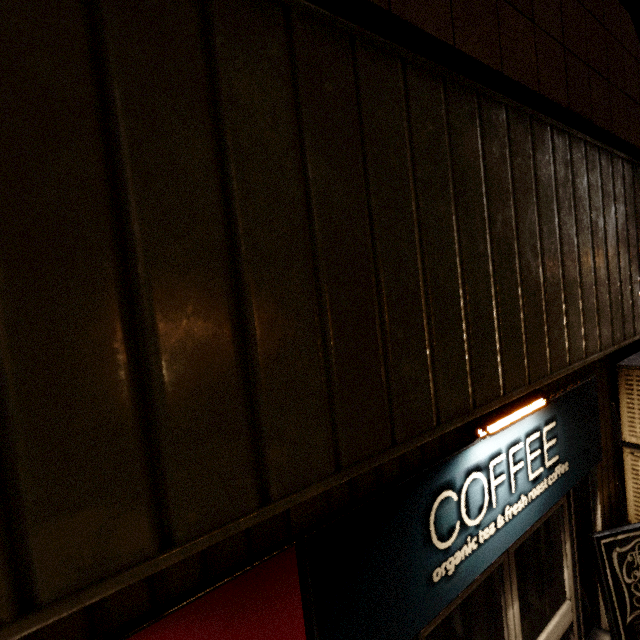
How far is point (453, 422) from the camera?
1.6 meters

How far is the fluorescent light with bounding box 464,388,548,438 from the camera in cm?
176

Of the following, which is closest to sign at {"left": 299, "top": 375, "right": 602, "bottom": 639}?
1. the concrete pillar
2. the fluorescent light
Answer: the fluorescent light

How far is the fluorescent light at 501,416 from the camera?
1.8 meters

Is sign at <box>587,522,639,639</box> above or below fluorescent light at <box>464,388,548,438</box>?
below

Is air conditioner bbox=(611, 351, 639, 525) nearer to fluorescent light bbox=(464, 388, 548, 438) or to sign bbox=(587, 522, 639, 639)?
sign bbox=(587, 522, 639, 639)

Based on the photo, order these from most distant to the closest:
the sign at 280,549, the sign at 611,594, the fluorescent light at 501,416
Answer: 1. the sign at 611,594
2. the fluorescent light at 501,416
3. the sign at 280,549

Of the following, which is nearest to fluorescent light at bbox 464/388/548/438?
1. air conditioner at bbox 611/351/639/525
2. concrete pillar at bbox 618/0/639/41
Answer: air conditioner at bbox 611/351/639/525
